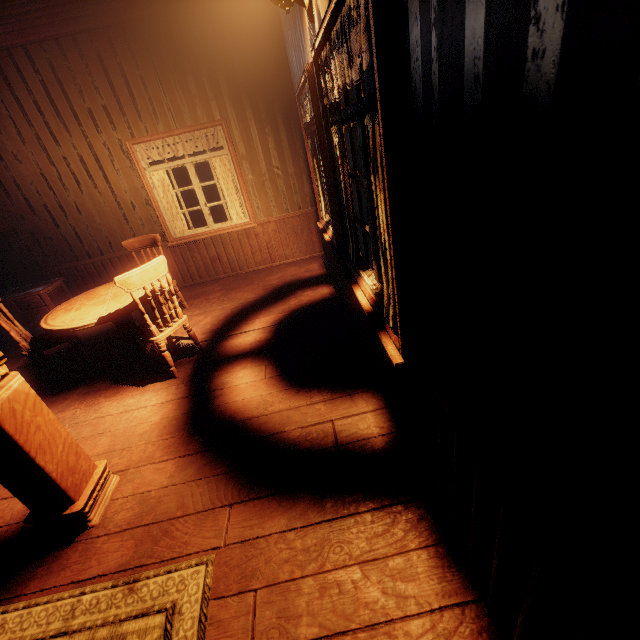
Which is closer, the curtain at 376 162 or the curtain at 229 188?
the curtain at 376 162

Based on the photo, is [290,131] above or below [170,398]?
above

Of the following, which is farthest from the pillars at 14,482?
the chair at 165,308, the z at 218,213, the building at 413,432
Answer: the z at 218,213

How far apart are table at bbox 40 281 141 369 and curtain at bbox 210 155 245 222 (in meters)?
2.42

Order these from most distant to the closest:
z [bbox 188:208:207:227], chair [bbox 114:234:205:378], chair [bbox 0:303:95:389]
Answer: z [bbox 188:208:207:227], chair [bbox 0:303:95:389], chair [bbox 114:234:205:378]

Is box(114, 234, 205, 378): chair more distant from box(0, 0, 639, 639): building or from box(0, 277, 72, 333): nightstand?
box(0, 277, 72, 333): nightstand

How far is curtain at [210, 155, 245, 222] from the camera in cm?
521

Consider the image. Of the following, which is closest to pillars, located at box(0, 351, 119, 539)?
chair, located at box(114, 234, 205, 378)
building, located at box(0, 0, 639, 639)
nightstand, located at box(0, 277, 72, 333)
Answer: building, located at box(0, 0, 639, 639)
